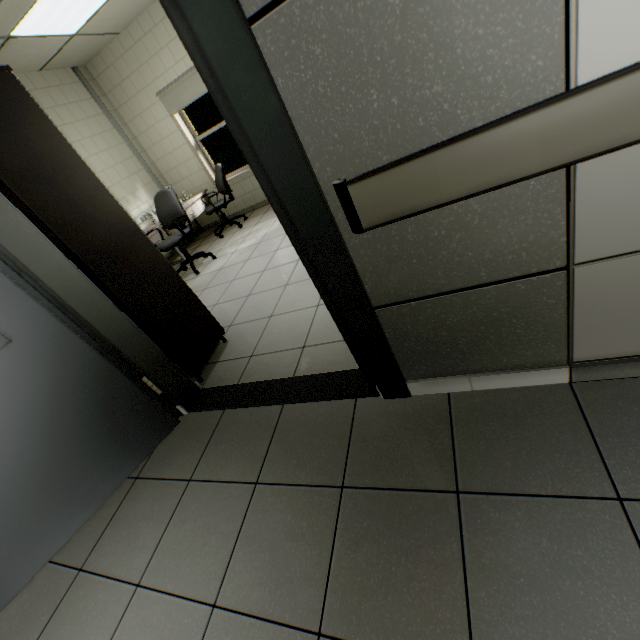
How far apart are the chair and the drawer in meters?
Answer: 0.6 m

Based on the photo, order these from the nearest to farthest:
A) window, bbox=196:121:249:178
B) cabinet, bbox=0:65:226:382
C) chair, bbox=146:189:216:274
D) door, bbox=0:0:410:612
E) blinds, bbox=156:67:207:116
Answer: door, bbox=0:0:410:612 → cabinet, bbox=0:65:226:382 → chair, bbox=146:189:216:274 → blinds, bbox=156:67:207:116 → window, bbox=196:121:249:178

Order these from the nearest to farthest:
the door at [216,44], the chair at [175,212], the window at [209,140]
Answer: the door at [216,44], the chair at [175,212], the window at [209,140]

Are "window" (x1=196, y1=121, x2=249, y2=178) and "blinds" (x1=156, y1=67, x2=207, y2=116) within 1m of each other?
yes

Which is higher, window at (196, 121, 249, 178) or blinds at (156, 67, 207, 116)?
blinds at (156, 67, 207, 116)

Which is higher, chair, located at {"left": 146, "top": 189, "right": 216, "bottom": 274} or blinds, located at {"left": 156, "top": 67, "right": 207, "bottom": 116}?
blinds, located at {"left": 156, "top": 67, "right": 207, "bottom": 116}

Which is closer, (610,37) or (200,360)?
(610,37)

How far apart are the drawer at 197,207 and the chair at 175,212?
0.6 meters
